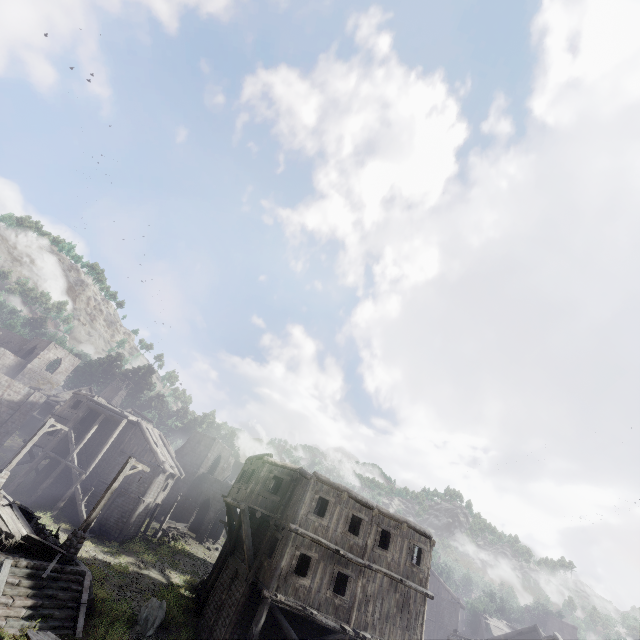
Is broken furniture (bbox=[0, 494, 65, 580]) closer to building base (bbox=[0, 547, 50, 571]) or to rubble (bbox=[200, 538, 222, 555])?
building base (bbox=[0, 547, 50, 571])

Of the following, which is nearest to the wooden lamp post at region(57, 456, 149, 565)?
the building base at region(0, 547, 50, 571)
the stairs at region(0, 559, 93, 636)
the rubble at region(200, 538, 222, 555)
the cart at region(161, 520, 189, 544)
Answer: the building base at region(0, 547, 50, 571)

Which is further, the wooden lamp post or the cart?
the cart

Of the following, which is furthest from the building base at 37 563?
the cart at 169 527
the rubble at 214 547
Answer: the rubble at 214 547

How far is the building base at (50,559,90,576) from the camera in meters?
13.7 m

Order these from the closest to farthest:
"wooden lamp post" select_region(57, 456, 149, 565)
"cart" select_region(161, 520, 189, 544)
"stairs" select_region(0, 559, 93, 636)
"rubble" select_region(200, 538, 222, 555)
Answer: "stairs" select_region(0, 559, 93, 636), "wooden lamp post" select_region(57, 456, 149, 565), "cart" select_region(161, 520, 189, 544), "rubble" select_region(200, 538, 222, 555)

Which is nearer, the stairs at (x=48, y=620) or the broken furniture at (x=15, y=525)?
the stairs at (x=48, y=620)

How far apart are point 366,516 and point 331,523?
2.3m
